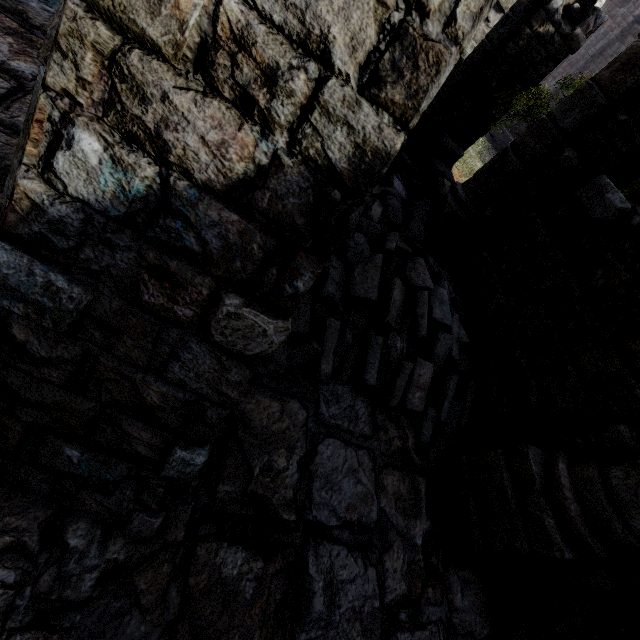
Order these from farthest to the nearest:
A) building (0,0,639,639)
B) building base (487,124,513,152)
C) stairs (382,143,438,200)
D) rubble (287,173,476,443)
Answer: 1. building base (487,124,513,152)
2. stairs (382,143,438,200)
3. rubble (287,173,476,443)
4. building (0,0,639,639)

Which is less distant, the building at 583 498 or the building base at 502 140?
the building at 583 498

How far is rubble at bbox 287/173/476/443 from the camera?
3.9m

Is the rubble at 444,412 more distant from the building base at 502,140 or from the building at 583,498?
the building base at 502,140

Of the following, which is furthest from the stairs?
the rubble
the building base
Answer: the building base

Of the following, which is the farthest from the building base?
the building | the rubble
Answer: the rubble

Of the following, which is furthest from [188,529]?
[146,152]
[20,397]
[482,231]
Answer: [482,231]
